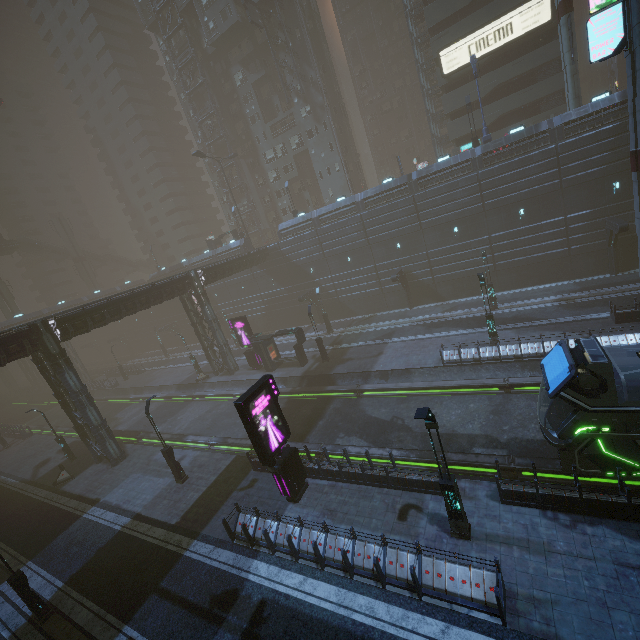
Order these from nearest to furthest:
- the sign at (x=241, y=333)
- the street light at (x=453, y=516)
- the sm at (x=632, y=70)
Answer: the street light at (x=453, y=516) < the sm at (x=632, y=70) < the sign at (x=241, y=333)

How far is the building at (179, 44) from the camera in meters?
50.5 m

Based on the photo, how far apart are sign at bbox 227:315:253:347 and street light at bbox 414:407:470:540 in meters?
25.0 m

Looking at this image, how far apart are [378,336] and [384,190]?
15.8m

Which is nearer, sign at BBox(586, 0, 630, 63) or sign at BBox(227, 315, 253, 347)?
sign at BBox(586, 0, 630, 63)

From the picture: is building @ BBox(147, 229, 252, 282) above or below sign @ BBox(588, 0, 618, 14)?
below

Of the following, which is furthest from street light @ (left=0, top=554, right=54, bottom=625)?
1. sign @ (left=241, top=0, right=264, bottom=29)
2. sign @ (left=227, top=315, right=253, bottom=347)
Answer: sign @ (left=241, top=0, right=264, bottom=29)

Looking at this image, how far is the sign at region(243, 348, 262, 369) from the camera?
33.96m
